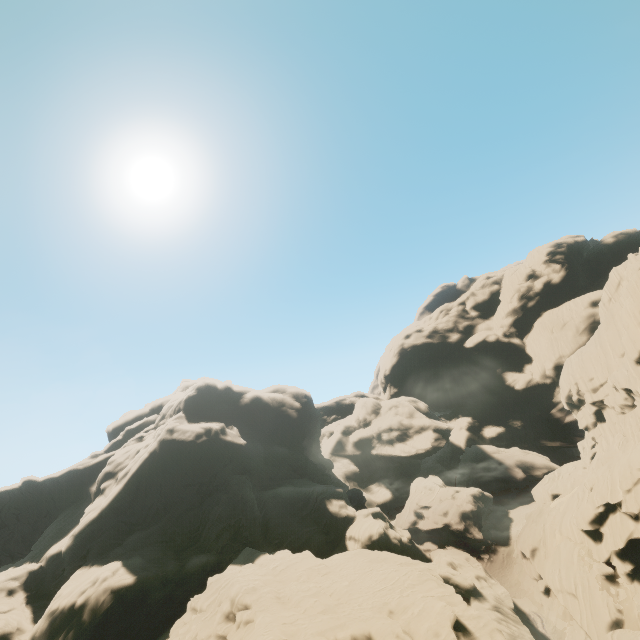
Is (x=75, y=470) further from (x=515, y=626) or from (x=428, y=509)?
(x=515, y=626)

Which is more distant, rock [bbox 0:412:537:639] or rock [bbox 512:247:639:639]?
rock [bbox 512:247:639:639]

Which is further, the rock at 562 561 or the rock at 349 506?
the rock at 562 561
